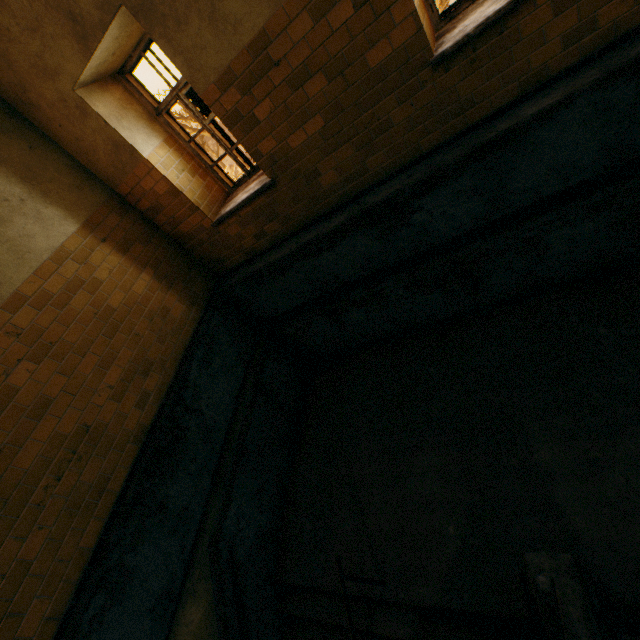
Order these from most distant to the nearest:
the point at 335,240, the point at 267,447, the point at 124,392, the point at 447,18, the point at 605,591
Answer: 1. the point at 267,447
2. the point at 335,240
3. the point at 124,392
4. the point at 447,18
5. the point at 605,591
